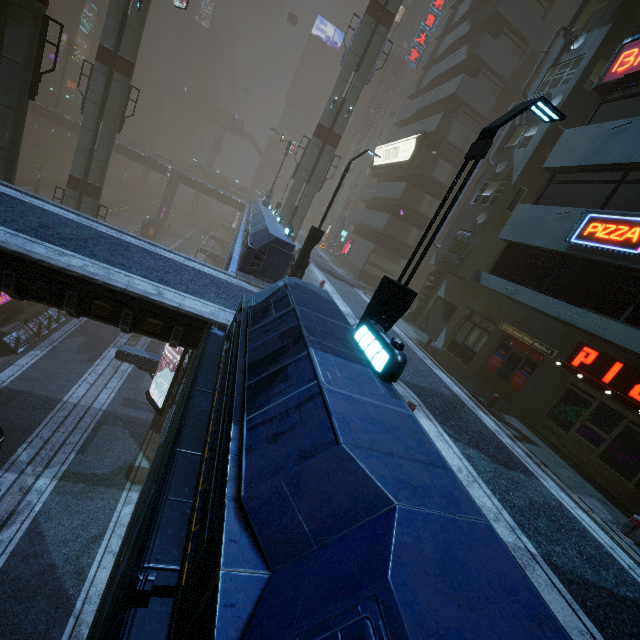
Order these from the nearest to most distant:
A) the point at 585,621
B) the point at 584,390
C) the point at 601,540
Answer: the point at 585,621 → the point at 601,540 → the point at 584,390

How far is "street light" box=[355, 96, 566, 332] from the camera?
5.5 meters

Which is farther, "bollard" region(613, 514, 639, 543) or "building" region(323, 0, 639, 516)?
"building" region(323, 0, 639, 516)

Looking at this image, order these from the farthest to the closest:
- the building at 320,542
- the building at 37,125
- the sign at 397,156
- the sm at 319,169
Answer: the building at 37,125
the sign at 397,156
the sm at 319,169
the building at 320,542

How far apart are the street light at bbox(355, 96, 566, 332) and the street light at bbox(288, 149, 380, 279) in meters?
8.2

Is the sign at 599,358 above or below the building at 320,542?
above

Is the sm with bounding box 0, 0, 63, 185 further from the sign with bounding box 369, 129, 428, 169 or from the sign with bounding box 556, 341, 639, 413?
the sign with bounding box 556, 341, 639, 413

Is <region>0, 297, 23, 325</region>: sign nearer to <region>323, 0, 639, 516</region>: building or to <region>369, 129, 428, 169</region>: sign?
<region>323, 0, 639, 516</region>: building
